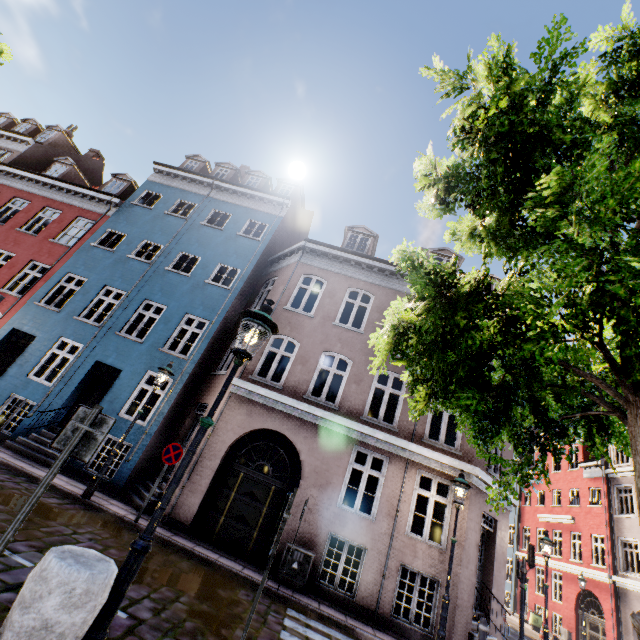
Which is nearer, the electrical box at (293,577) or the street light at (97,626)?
the street light at (97,626)

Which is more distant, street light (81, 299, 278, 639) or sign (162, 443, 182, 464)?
sign (162, 443, 182, 464)

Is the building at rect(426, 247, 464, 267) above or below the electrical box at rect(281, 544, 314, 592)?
above

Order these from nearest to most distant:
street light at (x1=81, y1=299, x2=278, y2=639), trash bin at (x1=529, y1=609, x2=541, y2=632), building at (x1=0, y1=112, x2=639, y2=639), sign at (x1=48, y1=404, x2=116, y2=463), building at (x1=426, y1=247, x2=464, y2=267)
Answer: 1. street light at (x1=81, y1=299, x2=278, y2=639)
2. sign at (x1=48, y1=404, x2=116, y2=463)
3. building at (x1=0, y1=112, x2=639, y2=639)
4. building at (x1=426, y1=247, x2=464, y2=267)
5. trash bin at (x1=529, y1=609, x2=541, y2=632)

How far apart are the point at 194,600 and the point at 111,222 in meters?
16.2 m

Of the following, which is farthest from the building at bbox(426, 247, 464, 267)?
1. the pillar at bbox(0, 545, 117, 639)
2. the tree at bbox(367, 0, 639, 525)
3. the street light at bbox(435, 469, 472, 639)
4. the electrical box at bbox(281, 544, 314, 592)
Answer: the pillar at bbox(0, 545, 117, 639)

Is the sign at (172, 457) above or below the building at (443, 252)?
below

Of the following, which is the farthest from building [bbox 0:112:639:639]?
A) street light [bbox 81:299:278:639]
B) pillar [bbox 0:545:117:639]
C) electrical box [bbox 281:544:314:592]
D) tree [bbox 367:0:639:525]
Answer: pillar [bbox 0:545:117:639]
